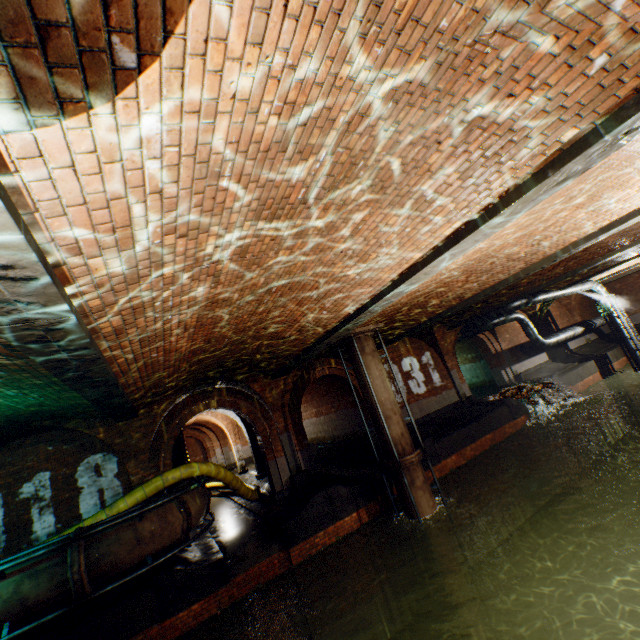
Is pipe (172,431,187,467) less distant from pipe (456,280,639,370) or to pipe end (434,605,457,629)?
pipe end (434,605,457,629)

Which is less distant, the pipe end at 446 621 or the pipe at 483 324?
the pipe end at 446 621

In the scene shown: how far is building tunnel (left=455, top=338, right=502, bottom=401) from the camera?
20.5m

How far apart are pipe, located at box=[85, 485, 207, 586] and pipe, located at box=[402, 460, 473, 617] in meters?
5.4 m

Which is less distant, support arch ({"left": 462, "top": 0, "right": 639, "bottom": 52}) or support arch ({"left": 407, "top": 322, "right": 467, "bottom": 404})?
support arch ({"left": 462, "top": 0, "right": 639, "bottom": 52})

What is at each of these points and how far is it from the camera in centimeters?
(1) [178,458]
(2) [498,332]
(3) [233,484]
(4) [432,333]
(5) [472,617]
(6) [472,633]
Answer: (1) pipe, 1467cm
(2) support arch, 1992cm
(3) large conduit, 1080cm
(4) support arch, 1670cm
(5) pipe end, 875cm
(6) pipe, 875cm

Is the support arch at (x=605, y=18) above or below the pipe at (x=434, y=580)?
above

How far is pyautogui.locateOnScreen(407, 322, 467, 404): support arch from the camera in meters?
16.6
